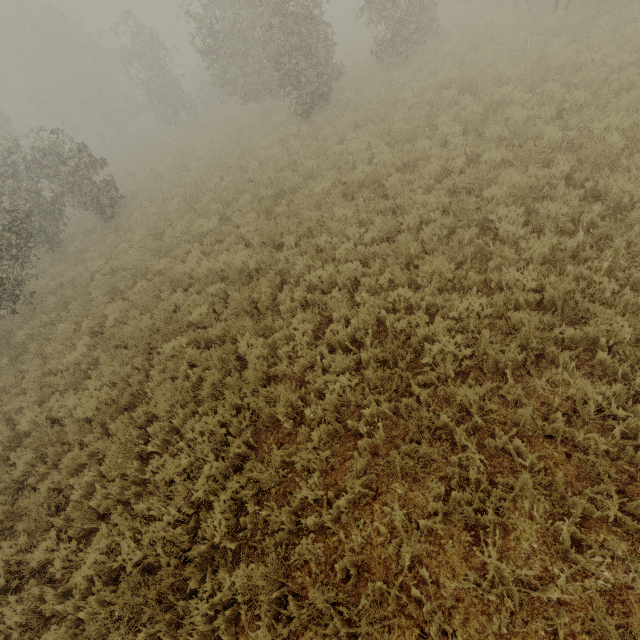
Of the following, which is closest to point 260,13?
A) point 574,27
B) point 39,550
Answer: point 574,27
